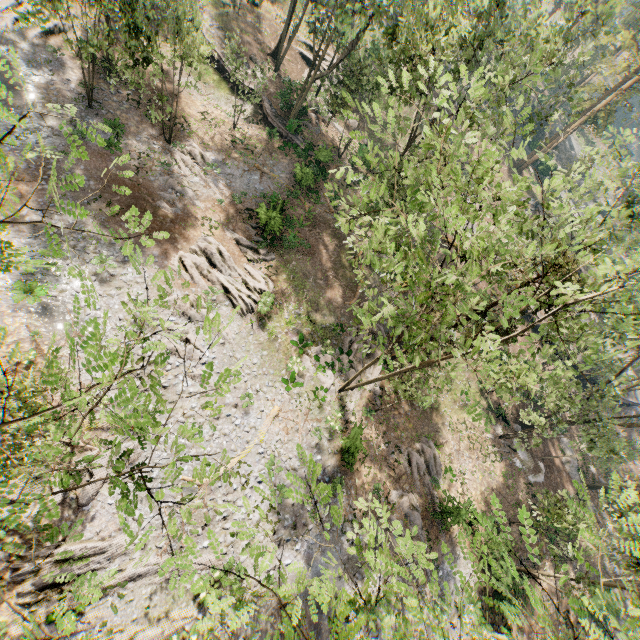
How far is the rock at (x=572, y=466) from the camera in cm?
3147

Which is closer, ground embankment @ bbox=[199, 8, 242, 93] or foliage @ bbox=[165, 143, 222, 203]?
foliage @ bbox=[165, 143, 222, 203]

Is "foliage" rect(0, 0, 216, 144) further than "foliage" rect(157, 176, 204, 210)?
No

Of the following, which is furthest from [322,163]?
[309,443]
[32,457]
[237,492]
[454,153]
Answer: [32,457]

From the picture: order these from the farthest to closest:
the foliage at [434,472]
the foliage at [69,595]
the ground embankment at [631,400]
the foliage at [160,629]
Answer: the ground embankment at [631,400]
the foliage at [434,472]
the foliage at [160,629]
the foliage at [69,595]

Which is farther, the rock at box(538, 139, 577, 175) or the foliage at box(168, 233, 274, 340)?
the rock at box(538, 139, 577, 175)

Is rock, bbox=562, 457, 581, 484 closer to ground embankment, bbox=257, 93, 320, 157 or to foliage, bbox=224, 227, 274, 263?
foliage, bbox=224, 227, 274, 263
